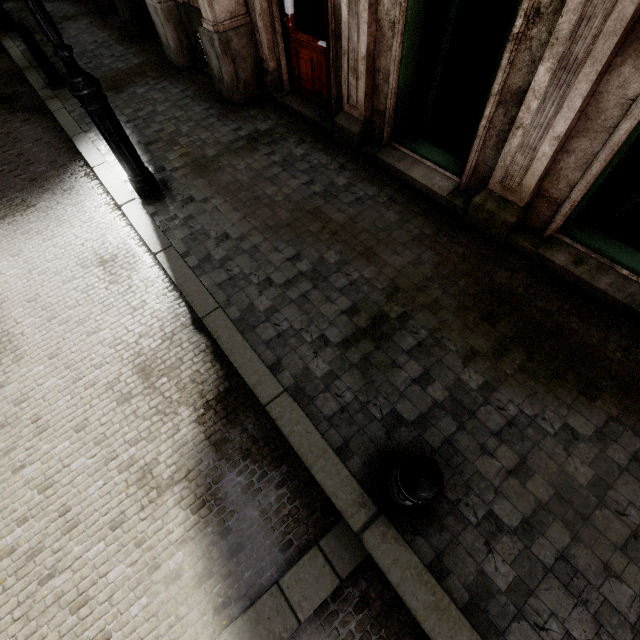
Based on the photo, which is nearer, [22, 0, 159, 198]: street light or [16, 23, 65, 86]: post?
[22, 0, 159, 198]: street light

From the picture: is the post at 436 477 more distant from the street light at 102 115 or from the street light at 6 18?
the street light at 6 18

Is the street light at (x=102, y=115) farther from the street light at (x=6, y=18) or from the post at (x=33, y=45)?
the street light at (x=6, y=18)

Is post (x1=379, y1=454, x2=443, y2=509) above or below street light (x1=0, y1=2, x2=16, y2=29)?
above

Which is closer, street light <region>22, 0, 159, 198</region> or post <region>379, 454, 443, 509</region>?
post <region>379, 454, 443, 509</region>

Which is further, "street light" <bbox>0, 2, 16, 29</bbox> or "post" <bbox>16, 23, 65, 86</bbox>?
"street light" <bbox>0, 2, 16, 29</bbox>

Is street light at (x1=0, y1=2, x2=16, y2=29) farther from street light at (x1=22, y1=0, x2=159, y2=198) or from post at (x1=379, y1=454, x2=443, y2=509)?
post at (x1=379, y1=454, x2=443, y2=509)

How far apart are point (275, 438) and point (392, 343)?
1.4 meters
